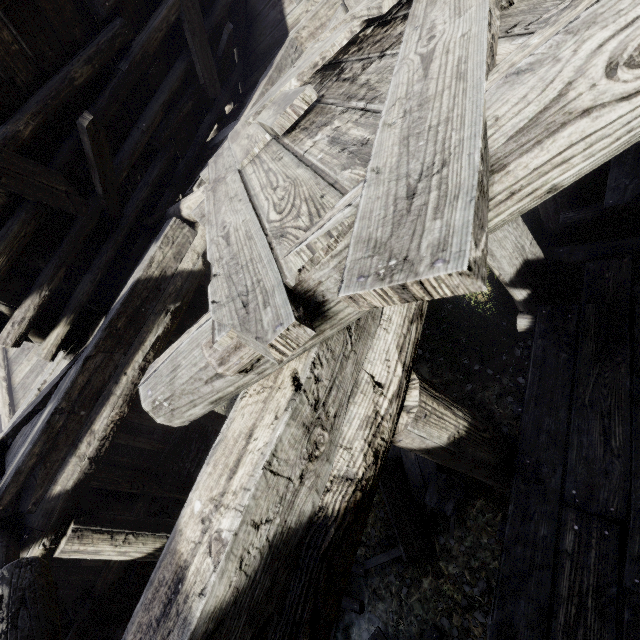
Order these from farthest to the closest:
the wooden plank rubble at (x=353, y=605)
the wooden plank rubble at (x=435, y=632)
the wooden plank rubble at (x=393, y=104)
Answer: the wooden plank rubble at (x=353, y=605), the wooden plank rubble at (x=435, y=632), the wooden plank rubble at (x=393, y=104)

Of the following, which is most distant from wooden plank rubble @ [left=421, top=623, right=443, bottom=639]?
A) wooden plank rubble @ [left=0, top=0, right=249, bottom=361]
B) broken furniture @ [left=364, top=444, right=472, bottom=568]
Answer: wooden plank rubble @ [left=0, top=0, right=249, bottom=361]

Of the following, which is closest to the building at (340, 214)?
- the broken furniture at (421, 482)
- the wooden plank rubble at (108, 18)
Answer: the wooden plank rubble at (108, 18)

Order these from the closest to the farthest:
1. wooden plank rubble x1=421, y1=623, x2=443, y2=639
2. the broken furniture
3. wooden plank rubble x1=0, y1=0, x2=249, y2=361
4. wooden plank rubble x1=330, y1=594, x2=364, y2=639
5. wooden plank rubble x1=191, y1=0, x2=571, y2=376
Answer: wooden plank rubble x1=191, y1=0, x2=571, y2=376
wooden plank rubble x1=0, y1=0, x2=249, y2=361
wooden plank rubble x1=421, y1=623, x2=443, y2=639
the broken furniture
wooden plank rubble x1=330, y1=594, x2=364, y2=639

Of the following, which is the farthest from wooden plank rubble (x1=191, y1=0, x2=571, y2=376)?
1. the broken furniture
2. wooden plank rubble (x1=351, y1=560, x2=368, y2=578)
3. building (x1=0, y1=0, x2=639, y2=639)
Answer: wooden plank rubble (x1=351, y1=560, x2=368, y2=578)

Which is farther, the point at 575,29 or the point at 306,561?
the point at 306,561

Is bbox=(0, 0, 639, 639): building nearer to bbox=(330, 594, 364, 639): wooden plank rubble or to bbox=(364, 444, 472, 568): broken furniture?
bbox=(330, 594, 364, 639): wooden plank rubble

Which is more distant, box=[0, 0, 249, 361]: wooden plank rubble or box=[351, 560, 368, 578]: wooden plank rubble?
box=[351, 560, 368, 578]: wooden plank rubble
